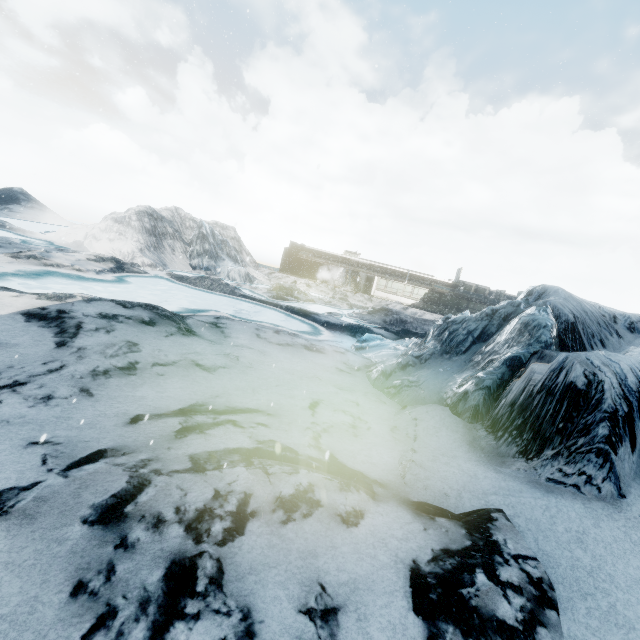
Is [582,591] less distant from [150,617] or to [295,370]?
[150,617]
